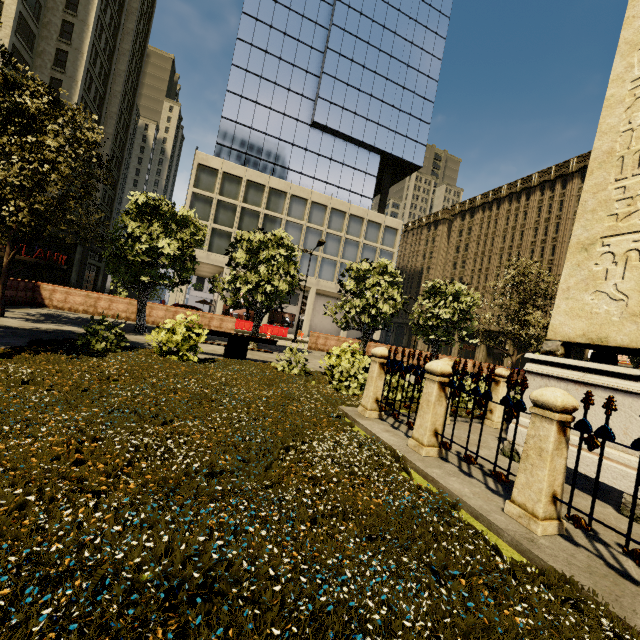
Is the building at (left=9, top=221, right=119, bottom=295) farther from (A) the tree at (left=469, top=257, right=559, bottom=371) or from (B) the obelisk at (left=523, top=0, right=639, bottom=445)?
(B) the obelisk at (left=523, top=0, right=639, bottom=445)

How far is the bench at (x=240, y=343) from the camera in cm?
1075

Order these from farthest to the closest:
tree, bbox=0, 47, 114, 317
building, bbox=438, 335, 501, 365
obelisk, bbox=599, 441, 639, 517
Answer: building, bbox=438, 335, 501, 365 < tree, bbox=0, 47, 114, 317 < obelisk, bbox=599, 441, 639, 517

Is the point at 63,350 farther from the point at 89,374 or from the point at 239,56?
the point at 239,56

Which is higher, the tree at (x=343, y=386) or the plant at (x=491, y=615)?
the tree at (x=343, y=386)

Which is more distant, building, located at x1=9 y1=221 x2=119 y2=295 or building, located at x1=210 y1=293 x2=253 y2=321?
building, located at x1=210 y1=293 x2=253 y2=321

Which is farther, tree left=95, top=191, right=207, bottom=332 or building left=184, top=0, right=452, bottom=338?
building left=184, top=0, right=452, bottom=338
